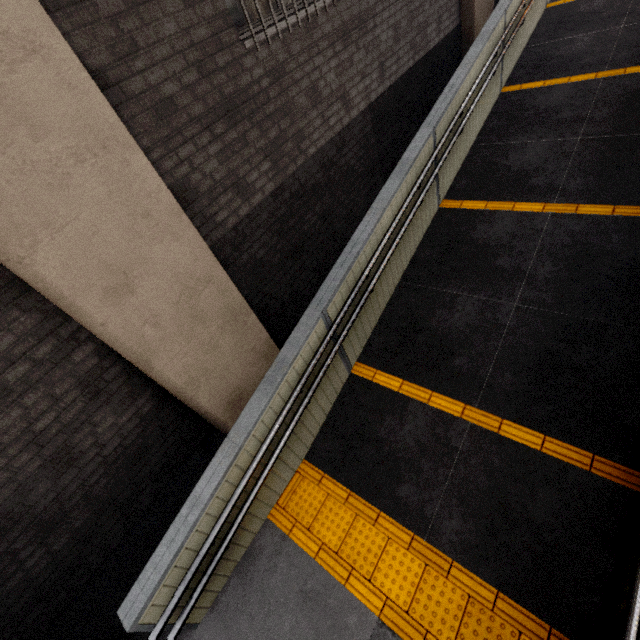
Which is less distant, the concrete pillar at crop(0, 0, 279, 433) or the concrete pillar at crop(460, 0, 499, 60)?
the concrete pillar at crop(0, 0, 279, 433)

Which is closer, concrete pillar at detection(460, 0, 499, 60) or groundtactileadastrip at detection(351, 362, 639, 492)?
groundtactileadastrip at detection(351, 362, 639, 492)

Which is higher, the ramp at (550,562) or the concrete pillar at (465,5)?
the concrete pillar at (465,5)

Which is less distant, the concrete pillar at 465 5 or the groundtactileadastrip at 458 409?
the groundtactileadastrip at 458 409

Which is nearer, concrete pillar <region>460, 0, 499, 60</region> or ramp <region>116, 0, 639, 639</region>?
ramp <region>116, 0, 639, 639</region>

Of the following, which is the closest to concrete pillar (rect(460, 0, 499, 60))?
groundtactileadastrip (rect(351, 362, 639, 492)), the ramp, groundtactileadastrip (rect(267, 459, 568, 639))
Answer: the ramp

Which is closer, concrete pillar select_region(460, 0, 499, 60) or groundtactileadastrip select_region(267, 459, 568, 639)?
groundtactileadastrip select_region(267, 459, 568, 639)

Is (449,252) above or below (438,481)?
above
